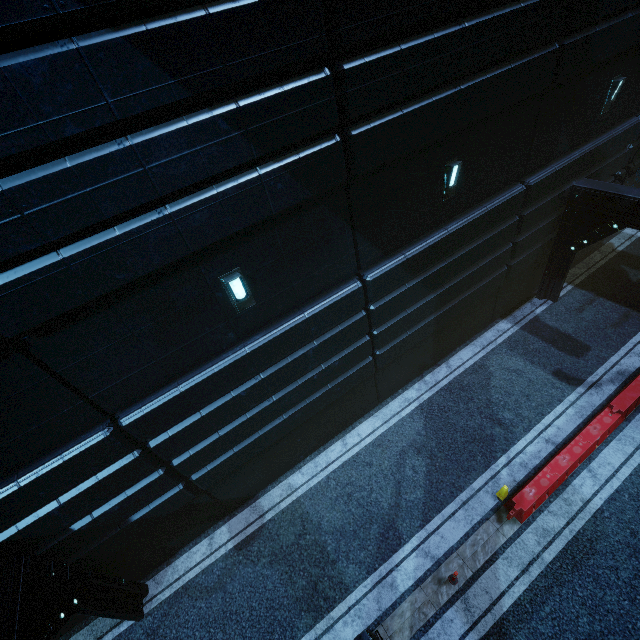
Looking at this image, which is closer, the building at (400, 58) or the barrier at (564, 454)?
the building at (400, 58)

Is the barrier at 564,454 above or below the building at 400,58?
below

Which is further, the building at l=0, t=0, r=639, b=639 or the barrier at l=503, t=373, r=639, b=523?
the barrier at l=503, t=373, r=639, b=523

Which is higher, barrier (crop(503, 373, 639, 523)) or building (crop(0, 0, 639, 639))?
building (crop(0, 0, 639, 639))

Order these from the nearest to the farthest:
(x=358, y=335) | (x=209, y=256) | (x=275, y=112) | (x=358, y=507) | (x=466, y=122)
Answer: (x=275, y=112), (x=209, y=256), (x=466, y=122), (x=358, y=335), (x=358, y=507)
